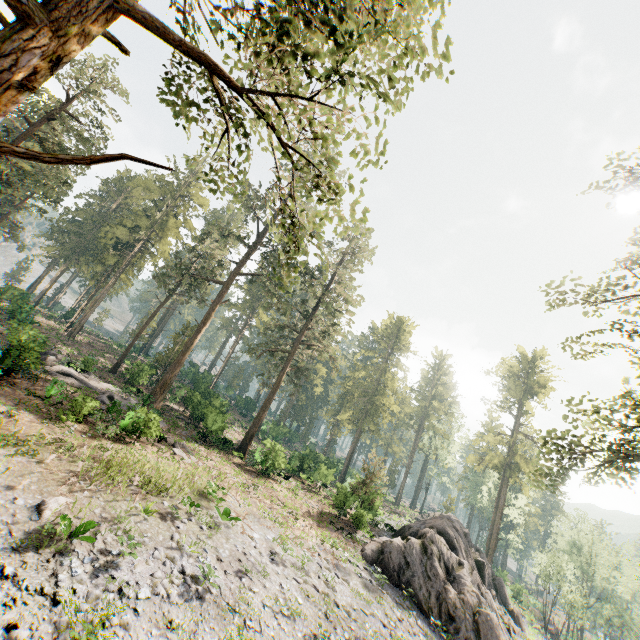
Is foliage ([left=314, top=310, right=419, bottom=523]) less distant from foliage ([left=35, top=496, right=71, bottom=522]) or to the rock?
the rock

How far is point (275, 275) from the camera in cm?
3975

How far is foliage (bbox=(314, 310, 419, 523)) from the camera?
27.78m

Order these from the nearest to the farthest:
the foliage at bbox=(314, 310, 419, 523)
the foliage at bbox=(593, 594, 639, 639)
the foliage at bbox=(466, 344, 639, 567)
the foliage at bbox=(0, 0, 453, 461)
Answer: the foliage at bbox=(0, 0, 453, 461) < the foliage at bbox=(466, 344, 639, 567) < the foliage at bbox=(314, 310, 419, 523) < the foliage at bbox=(593, 594, 639, 639)

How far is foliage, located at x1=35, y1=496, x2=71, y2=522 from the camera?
10.7 meters

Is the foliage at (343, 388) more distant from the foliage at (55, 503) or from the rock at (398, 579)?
the foliage at (55, 503)

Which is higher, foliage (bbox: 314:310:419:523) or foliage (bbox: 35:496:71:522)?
foliage (bbox: 314:310:419:523)

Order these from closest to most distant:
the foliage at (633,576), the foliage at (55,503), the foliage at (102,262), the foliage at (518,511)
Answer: Result:
the foliage at (102,262)
the foliage at (55,503)
the foliage at (518,511)
the foliage at (633,576)
